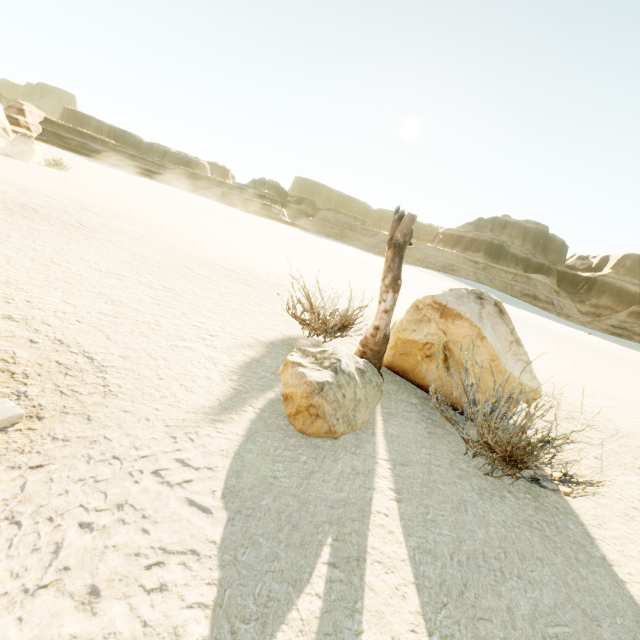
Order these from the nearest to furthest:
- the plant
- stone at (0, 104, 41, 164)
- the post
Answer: the plant
the post
stone at (0, 104, 41, 164)

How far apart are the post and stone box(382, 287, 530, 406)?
0.4 meters

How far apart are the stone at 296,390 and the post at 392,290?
0.34m

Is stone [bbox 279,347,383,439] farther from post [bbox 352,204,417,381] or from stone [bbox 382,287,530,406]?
stone [bbox 382,287,530,406]

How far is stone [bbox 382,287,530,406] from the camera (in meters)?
4.28

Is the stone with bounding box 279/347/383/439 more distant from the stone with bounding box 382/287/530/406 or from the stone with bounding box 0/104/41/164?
the stone with bounding box 0/104/41/164

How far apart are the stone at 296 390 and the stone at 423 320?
1.09m

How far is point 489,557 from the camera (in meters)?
2.28
